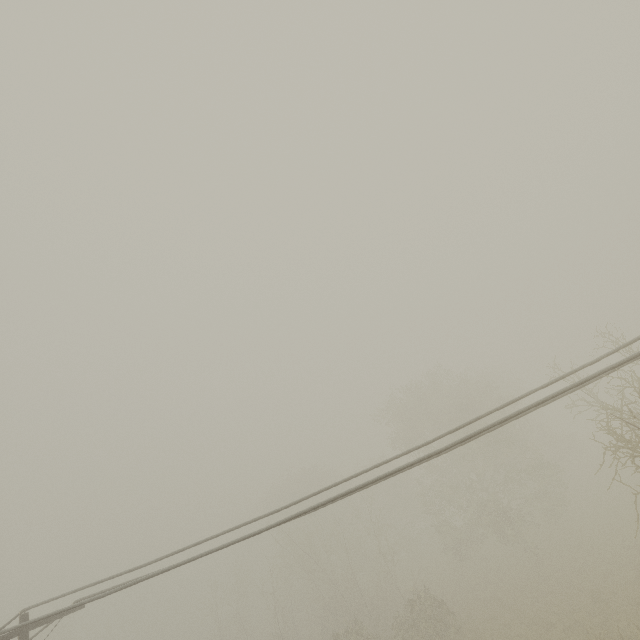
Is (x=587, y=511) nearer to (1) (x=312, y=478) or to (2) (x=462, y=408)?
(2) (x=462, y=408)
